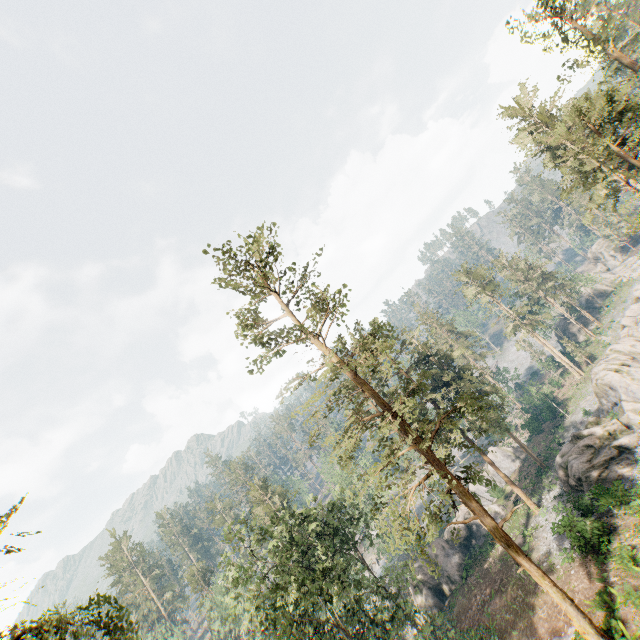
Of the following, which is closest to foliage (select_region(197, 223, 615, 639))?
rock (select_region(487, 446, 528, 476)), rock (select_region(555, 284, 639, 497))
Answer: rock (select_region(487, 446, 528, 476))

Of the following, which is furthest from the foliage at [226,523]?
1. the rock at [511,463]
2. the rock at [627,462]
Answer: the rock at [627,462]

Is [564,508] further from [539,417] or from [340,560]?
[539,417]

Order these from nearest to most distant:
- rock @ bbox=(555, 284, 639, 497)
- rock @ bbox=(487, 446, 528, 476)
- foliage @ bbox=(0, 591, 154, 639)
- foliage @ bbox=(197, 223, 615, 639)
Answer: foliage @ bbox=(0, 591, 154, 639)
foliage @ bbox=(197, 223, 615, 639)
rock @ bbox=(555, 284, 639, 497)
rock @ bbox=(487, 446, 528, 476)

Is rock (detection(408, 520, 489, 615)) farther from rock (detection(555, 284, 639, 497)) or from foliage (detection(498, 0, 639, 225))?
rock (detection(555, 284, 639, 497))

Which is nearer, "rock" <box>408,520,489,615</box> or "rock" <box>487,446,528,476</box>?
"rock" <box>408,520,489,615</box>

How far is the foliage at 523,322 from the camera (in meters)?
54.44
